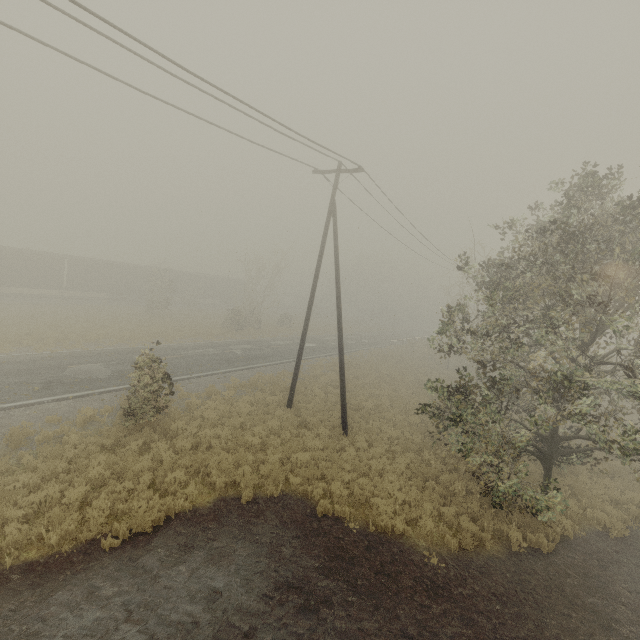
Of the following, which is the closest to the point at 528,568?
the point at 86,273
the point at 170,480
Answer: the point at 170,480

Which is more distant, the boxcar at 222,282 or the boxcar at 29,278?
the boxcar at 222,282

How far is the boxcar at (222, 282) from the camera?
46.2 meters

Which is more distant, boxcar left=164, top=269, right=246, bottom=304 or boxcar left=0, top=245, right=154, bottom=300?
boxcar left=164, top=269, right=246, bottom=304

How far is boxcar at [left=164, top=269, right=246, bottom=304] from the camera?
46.2 meters
